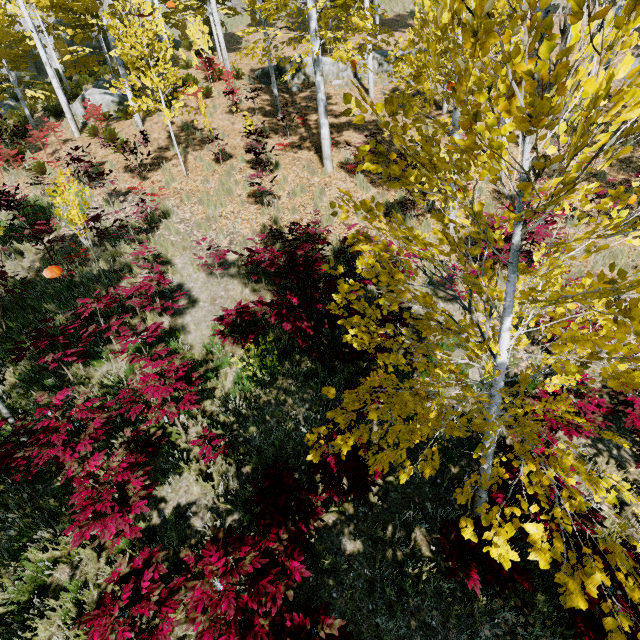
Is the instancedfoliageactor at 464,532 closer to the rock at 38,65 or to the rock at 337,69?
the rock at 38,65

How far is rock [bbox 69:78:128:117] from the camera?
15.98m

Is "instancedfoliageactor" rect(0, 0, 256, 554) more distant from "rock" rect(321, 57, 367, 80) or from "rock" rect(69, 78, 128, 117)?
"rock" rect(321, 57, 367, 80)

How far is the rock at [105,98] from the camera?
16.0 meters

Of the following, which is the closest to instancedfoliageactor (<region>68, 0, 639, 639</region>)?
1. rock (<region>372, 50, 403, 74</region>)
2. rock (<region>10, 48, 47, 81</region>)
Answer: rock (<region>10, 48, 47, 81</region>)

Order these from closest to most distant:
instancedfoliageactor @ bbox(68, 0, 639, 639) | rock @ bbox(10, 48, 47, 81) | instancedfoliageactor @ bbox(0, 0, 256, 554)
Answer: instancedfoliageactor @ bbox(68, 0, 639, 639) < instancedfoliageactor @ bbox(0, 0, 256, 554) < rock @ bbox(10, 48, 47, 81)

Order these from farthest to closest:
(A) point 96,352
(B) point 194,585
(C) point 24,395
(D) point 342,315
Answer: (A) point 96,352 < (C) point 24,395 < (D) point 342,315 < (B) point 194,585

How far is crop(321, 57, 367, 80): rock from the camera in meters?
16.2 m
